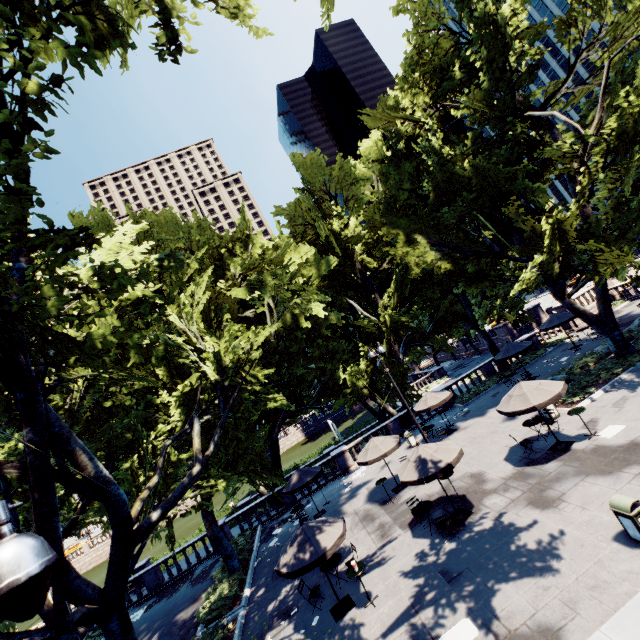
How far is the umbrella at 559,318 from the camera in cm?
2391

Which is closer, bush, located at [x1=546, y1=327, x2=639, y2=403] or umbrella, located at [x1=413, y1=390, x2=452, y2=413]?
bush, located at [x1=546, y1=327, x2=639, y2=403]

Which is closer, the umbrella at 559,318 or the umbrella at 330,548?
the umbrella at 330,548

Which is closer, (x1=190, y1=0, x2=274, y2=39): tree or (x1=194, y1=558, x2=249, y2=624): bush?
(x1=190, y1=0, x2=274, y2=39): tree

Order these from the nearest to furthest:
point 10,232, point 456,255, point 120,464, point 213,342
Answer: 1. point 10,232
2. point 120,464
3. point 213,342
4. point 456,255

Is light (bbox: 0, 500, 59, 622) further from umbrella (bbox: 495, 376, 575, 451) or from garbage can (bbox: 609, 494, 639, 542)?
umbrella (bbox: 495, 376, 575, 451)

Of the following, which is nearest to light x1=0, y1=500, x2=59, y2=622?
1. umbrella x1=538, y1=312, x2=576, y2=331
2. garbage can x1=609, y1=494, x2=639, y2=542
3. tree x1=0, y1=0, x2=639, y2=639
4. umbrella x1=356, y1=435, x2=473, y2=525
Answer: tree x1=0, y1=0, x2=639, y2=639
